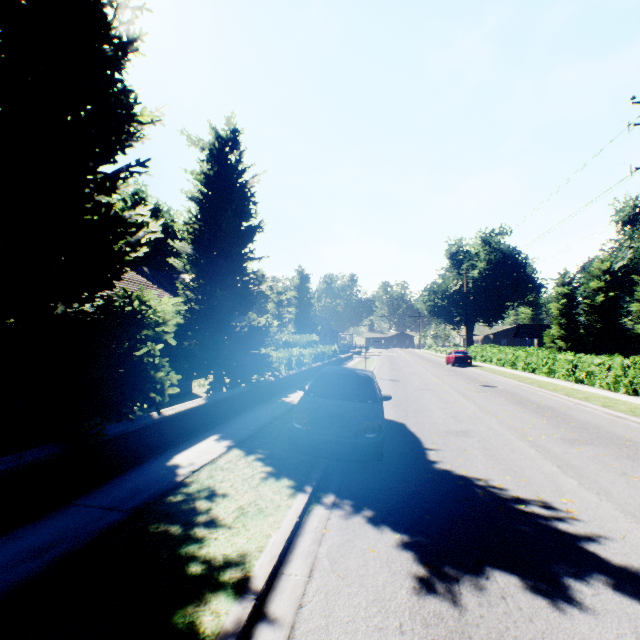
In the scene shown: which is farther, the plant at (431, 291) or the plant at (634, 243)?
the plant at (431, 291)

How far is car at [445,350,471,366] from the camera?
31.53m

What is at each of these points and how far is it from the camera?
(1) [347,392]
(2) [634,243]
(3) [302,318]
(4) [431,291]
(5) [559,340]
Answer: (1) car, 7.2 meters
(2) plant, 48.6 meters
(3) plant, 57.8 meters
(4) plant, 59.8 meters
(5) tree, 41.0 meters

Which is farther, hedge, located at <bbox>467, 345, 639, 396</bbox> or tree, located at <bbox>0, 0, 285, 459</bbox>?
hedge, located at <bbox>467, 345, 639, 396</bbox>

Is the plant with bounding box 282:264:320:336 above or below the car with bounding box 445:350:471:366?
above

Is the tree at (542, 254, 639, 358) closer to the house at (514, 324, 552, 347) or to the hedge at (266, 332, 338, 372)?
the hedge at (266, 332, 338, 372)

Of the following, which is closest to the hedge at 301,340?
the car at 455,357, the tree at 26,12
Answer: the tree at 26,12

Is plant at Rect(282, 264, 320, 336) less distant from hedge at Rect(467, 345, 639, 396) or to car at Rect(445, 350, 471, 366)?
hedge at Rect(467, 345, 639, 396)
